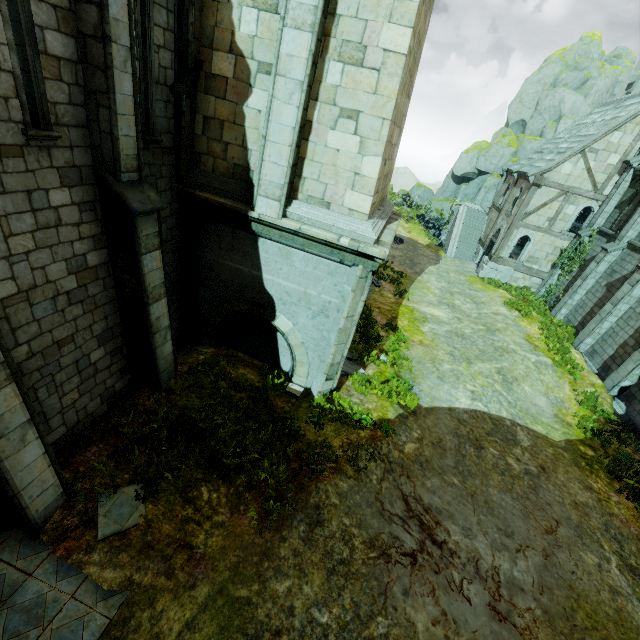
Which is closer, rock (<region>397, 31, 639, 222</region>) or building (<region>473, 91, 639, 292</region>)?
building (<region>473, 91, 639, 292</region>)

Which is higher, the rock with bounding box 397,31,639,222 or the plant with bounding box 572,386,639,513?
the rock with bounding box 397,31,639,222

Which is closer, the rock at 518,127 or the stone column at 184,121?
the stone column at 184,121

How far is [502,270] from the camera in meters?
23.9 m

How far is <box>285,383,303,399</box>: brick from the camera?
9.4m

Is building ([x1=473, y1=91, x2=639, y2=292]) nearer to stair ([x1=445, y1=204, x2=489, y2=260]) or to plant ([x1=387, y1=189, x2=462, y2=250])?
stair ([x1=445, y1=204, x2=489, y2=260])

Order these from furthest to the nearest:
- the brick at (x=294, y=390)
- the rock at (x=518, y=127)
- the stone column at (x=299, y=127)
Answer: the rock at (x=518, y=127), the brick at (x=294, y=390), the stone column at (x=299, y=127)

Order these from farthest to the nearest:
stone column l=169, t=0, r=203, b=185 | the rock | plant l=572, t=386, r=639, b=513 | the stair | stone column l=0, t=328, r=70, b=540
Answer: the rock, the stair, plant l=572, t=386, r=639, b=513, stone column l=169, t=0, r=203, b=185, stone column l=0, t=328, r=70, b=540
